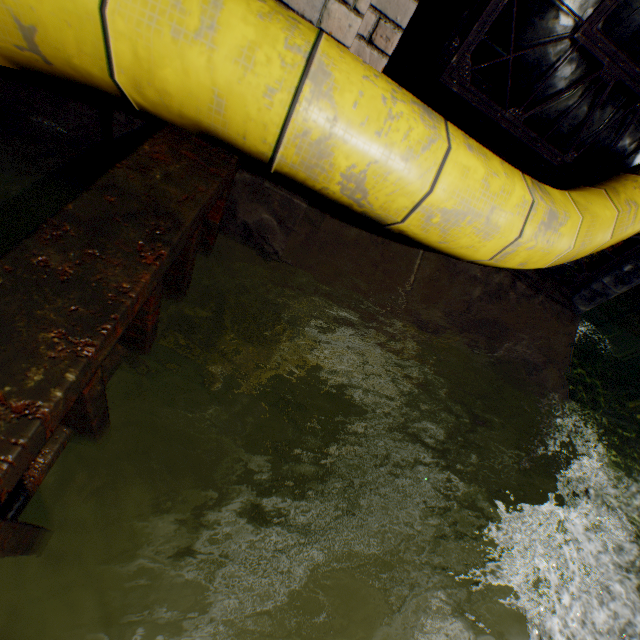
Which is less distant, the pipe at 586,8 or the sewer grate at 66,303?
the sewer grate at 66,303

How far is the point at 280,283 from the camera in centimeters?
170cm

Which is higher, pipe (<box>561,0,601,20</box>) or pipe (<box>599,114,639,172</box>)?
pipe (<box>561,0,601,20</box>)

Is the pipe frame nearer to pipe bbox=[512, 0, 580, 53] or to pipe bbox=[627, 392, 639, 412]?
pipe bbox=[512, 0, 580, 53]

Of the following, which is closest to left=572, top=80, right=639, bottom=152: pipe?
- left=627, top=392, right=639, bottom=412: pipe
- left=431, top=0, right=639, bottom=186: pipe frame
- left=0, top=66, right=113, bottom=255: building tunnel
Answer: left=431, top=0, right=639, bottom=186: pipe frame

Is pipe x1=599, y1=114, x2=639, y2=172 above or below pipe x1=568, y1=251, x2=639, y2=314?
above

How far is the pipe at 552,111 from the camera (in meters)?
2.45

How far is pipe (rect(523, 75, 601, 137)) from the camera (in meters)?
2.45
